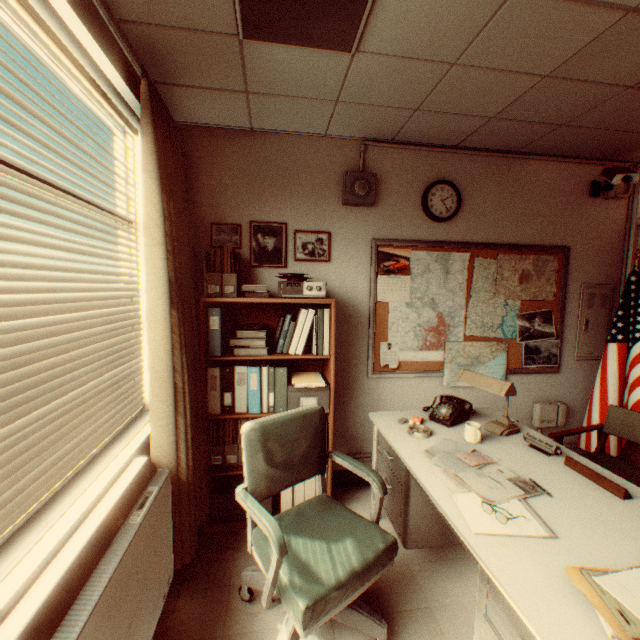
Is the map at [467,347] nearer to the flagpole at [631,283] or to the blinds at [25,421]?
the flagpole at [631,283]

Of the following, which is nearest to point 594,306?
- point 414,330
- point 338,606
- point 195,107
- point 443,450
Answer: point 414,330

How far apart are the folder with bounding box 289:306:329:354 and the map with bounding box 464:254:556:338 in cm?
84

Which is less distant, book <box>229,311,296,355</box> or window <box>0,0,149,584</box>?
window <box>0,0,149,584</box>

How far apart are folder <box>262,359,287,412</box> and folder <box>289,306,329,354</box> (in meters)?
0.18

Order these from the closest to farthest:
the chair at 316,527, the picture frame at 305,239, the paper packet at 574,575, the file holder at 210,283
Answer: the paper packet at 574,575 < the chair at 316,527 < the file holder at 210,283 < the picture frame at 305,239

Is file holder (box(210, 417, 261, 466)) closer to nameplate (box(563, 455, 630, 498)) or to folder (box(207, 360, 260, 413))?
folder (box(207, 360, 260, 413))

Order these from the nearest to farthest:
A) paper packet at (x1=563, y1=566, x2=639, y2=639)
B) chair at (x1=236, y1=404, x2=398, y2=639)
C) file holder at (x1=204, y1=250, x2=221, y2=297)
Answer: paper packet at (x1=563, y1=566, x2=639, y2=639) → chair at (x1=236, y1=404, x2=398, y2=639) → file holder at (x1=204, y1=250, x2=221, y2=297)
